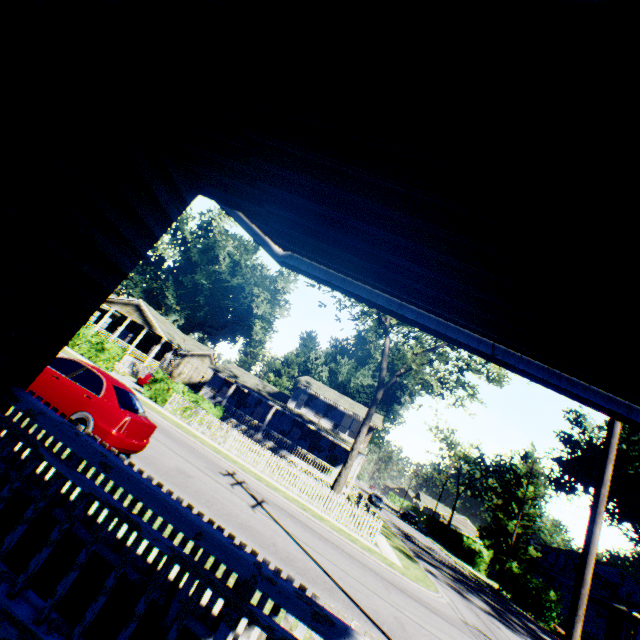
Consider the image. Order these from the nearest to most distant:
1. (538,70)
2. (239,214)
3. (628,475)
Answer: (538,70) → (239,214) → (628,475)

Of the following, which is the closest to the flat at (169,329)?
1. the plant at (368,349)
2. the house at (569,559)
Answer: the plant at (368,349)

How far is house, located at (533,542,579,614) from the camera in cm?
4859

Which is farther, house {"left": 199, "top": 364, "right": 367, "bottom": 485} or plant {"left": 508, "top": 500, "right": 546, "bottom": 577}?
plant {"left": 508, "top": 500, "right": 546, "bottom": 577}

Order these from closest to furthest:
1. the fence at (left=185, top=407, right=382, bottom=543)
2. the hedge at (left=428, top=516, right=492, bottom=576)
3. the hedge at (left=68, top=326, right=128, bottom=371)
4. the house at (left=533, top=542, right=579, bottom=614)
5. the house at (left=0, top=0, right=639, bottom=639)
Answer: the house at (left=0, top=0, right=639, bottom=639)
the fence at (left=185, top=407, right=382, bottom=543)
the hedge at (left=68, top=326, right=128, bottom=371)
the hedge at (left=428, top=516, right=492, bottom=576)
the house at (left=533, top=542, right=579, bottom=614)

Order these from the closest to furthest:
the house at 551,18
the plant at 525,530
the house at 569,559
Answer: the house at 551,18
the plant at 525,530
the house at 569,559

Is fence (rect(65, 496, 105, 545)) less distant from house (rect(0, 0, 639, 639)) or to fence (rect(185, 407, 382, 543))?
house (rect(0, 0, 639, 639))

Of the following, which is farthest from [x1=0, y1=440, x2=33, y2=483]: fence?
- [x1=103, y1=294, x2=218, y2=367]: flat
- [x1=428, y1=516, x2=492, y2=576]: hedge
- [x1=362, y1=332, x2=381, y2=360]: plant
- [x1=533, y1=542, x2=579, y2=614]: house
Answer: [x1=533, y1=542, x2=579, y2=614]: house
